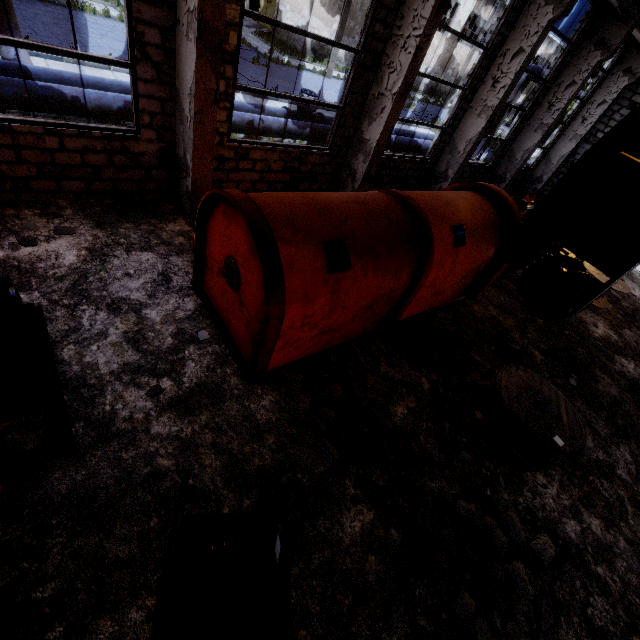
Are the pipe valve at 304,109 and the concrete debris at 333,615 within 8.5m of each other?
no

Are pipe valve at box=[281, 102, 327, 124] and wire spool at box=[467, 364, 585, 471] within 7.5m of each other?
no

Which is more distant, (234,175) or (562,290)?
(562,290)

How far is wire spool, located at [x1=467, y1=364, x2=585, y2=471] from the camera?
4.8m

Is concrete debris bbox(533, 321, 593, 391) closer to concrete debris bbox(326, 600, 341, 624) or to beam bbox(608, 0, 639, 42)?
concrete debris bbox(326, 600, 341, 624)

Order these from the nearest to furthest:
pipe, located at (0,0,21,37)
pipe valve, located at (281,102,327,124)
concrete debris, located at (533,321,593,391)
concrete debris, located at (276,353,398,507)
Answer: concrete debris, located at (276,353,398,507) → concrete debris, located at (533,321,593,391) → pipe, located at (0,0,21,37) → pipe valve, located at (281,102,327,124)

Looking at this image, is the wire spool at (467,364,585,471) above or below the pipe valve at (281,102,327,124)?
below

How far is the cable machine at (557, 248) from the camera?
9.9 meters
